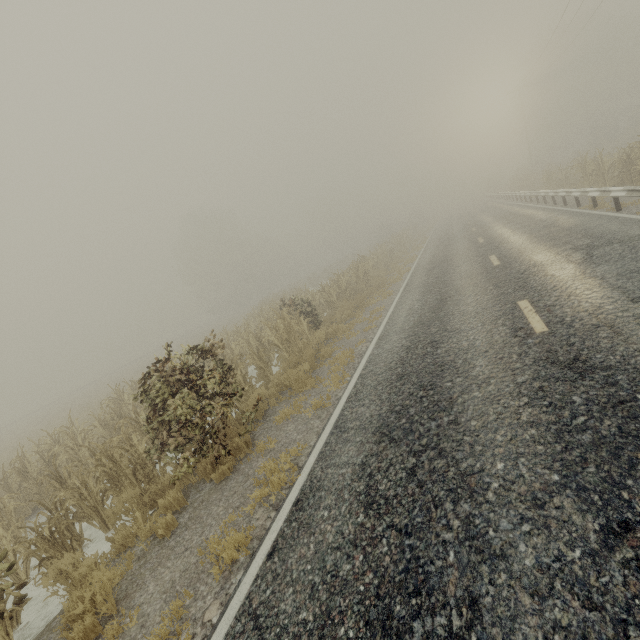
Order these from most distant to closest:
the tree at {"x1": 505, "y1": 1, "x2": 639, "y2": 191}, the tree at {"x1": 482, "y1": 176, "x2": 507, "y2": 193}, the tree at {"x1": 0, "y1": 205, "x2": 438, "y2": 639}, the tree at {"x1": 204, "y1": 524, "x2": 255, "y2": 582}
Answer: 1. the tree at {"x1": 482, "y1": 176, "x2": 507, "y2": 193}
2. the tree at {"x1": 505, "y1": 1, "x2": 639, "y2": 191}
3. the tree at {"x1": 0, "y1": 205, "x2": 438, "y2": 639}
4. the tree at {"x1": 204, "y1": 524, "x2": 255, "y2": 582}

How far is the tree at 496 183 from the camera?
53.8 meters

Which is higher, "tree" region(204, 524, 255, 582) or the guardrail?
the guardrail

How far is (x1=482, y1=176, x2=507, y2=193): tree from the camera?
53.8 meters

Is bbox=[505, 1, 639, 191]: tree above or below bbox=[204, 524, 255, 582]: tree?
above

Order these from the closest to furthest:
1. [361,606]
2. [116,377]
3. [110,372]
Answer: [361,606] → [116,377] → [110,372]
